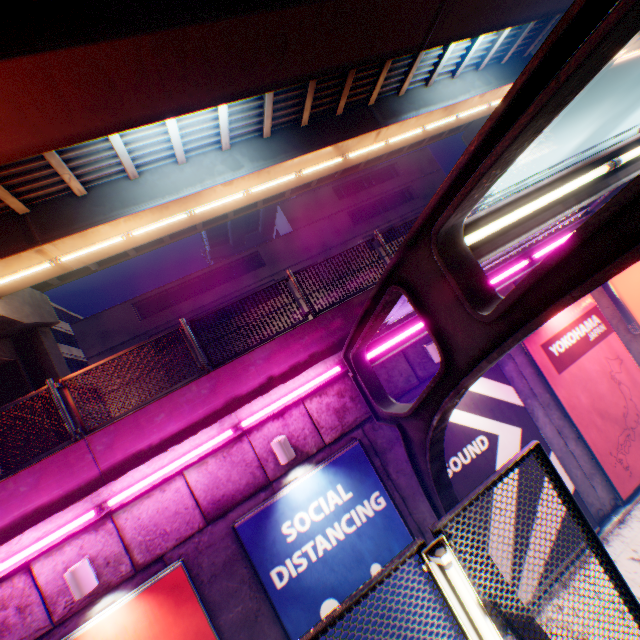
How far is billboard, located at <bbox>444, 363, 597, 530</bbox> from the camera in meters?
6.5

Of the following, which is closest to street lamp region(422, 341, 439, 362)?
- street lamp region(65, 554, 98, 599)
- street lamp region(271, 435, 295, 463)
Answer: street lamp region(271, 435, 295, 463)

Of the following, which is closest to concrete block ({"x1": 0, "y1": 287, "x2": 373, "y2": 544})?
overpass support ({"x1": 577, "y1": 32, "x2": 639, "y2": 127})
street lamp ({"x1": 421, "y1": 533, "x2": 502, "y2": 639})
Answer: street lamp ({"x1": 421, "y1": 533, "x2": 502, "y2": 639})

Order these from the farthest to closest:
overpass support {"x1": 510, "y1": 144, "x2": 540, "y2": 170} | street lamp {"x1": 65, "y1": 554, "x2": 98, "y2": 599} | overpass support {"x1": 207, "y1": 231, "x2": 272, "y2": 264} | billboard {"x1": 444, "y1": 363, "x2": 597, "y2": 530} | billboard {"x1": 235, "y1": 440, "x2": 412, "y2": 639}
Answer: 1. overpass support {"x1": 207, "y1": 231, "x2": 272, "y2": 264}
2. overpass support {"x1": 510, "y1": 144, "x2": 540, "y2": 170}
3. billboard {"x1": 444, "y1": 363, "x2": 597, "y2": 530}
4. billboard {"x1": 235, "y1": 440, "x2": 412, "y2": 639}
5. street lamp {"x1": 65, "y1": 554, "x2": 98, "y2": 599}

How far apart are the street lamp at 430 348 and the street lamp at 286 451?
3.4m

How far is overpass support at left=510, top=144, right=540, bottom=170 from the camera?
22.1 meters

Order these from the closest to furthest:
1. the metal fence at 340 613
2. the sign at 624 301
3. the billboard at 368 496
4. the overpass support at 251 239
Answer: the metal fence at 340 613 → the billboard at 368 496 → the sign at 624 301 → the overpass support at 251 239

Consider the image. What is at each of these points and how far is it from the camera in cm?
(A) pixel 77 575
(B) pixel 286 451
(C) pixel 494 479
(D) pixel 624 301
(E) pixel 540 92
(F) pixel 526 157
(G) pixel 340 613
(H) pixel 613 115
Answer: (A) street lamp, 464
(B) street lamp, 562
(C) metal fence, 249
(D) sign, 833
(E) canopy, 147
(F) overpass support, 2214
(G) metal fence, 206
(H) overpass support, 2669
